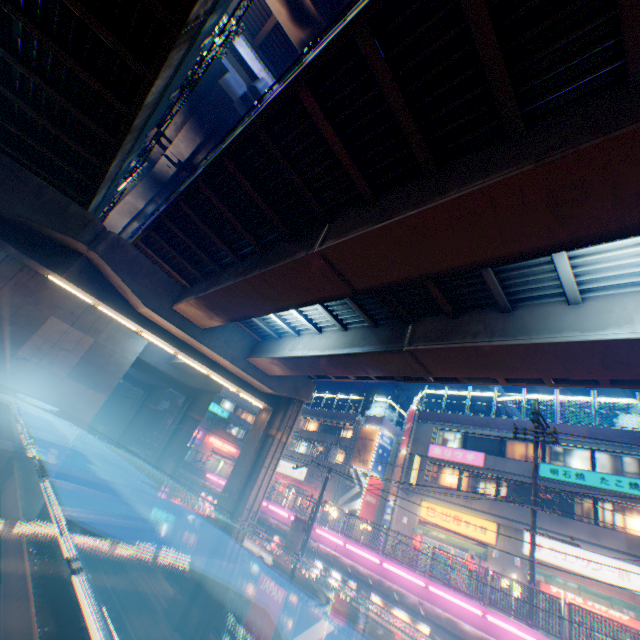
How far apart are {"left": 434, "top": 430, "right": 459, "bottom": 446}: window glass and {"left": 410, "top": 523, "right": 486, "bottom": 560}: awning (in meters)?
6.21

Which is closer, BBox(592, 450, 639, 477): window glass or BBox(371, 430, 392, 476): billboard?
BBox(592, 450, 639, 477): window glass

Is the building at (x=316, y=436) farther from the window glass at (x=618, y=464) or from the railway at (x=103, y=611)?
the window glass at (x=618, y=464)

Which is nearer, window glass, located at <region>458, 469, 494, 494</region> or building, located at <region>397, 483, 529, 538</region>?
building, located at <region>397, 483, 529, 538</region>

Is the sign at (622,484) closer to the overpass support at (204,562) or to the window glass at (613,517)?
the window glass at (613,517)

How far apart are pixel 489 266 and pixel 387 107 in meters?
4.3

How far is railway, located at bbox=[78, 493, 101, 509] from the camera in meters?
32.4

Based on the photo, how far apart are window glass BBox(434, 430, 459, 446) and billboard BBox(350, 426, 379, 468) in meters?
7.5 m
